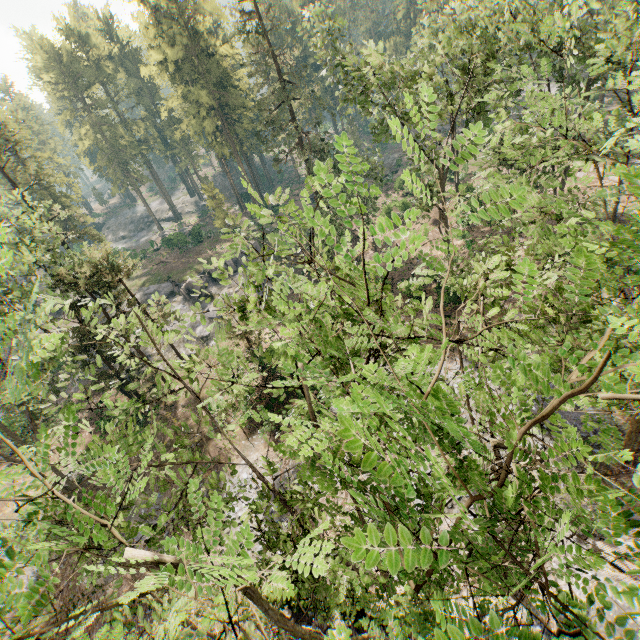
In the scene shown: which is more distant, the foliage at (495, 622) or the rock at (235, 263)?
the rock at (235, 263)

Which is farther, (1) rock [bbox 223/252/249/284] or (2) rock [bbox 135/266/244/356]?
(1) rock [bbox 223/252/249/284]

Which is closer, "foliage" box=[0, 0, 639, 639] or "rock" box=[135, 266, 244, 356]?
"foliage" box=[0, 0, 639, 639]

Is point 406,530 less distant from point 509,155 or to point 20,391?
point 20,391

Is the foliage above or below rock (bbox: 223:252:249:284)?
above

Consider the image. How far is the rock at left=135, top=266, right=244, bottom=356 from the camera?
35.88m

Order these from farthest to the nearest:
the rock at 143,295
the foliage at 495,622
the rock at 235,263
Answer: the rock at 235,263
the rock at 143,295
the foliage at 495,622
